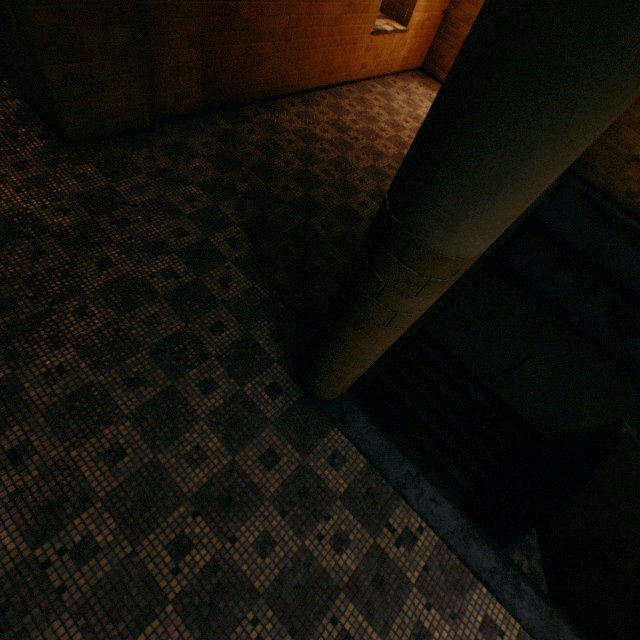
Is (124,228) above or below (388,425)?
above
